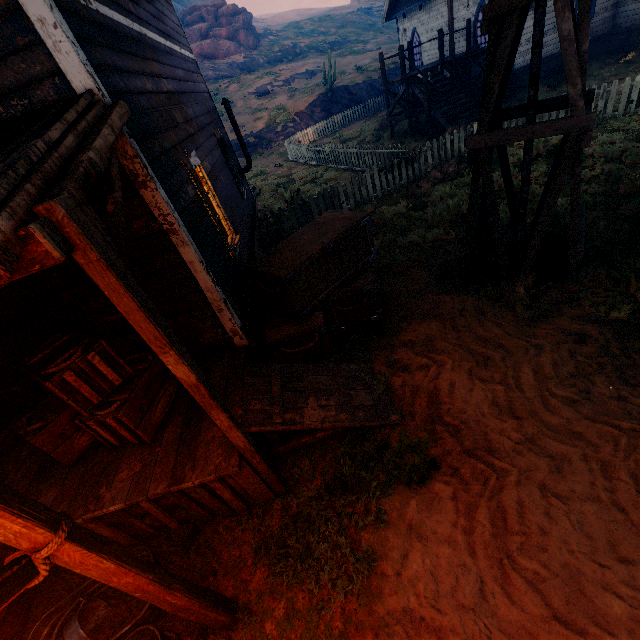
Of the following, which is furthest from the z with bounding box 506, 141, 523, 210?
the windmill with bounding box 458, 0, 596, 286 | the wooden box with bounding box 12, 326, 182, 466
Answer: the wooden box with bounding box 12, 326, 182, 466

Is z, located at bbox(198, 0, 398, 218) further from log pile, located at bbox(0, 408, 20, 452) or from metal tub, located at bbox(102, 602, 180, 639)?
log pile, located at bbox(0, 408, 20, 452)

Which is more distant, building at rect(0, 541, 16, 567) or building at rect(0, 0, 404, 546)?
building at rect(0, 541, 16, 567)

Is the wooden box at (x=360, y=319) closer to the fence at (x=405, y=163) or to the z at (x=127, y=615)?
the z at (x=127, y=615)

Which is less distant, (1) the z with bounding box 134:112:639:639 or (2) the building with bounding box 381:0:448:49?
(1) the z with bounding box 134:112:639:639

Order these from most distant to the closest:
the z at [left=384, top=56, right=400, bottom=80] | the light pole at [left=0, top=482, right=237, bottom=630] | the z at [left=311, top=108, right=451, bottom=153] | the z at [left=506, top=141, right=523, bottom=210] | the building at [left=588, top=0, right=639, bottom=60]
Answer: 1. the z at [left=384, top=56, right=400, bottom=80]
2. the building at [left=588, top=0, right=639, bottom=60]
3. the z at [left=311, top=108, right=451, bottom=153]
4. the z at [left=506, top=141, right=523, bottom=210]
5. the light pole at [left=0, top=482, right=237, bottom=630]

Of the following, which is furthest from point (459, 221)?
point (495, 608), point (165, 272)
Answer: point (495, 608)

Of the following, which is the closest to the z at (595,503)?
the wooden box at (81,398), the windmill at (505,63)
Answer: the windmill at (505,63)
